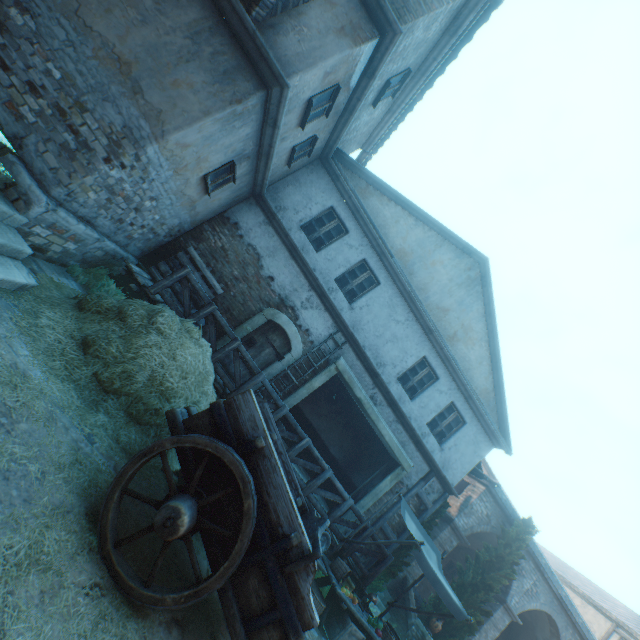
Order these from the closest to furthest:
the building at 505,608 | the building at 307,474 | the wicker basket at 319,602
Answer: the wicker basket at 319,602 → the building at 307,474 → the building at 505,608

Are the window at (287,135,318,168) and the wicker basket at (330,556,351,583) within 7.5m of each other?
no

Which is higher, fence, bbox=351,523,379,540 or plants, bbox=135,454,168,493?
fence, bbox=351,523,379,540

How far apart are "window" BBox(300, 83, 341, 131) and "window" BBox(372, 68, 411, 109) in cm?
186

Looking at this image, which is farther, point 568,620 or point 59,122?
point 568,620

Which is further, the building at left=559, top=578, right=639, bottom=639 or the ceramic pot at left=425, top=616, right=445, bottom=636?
the building at left=559, top=578, right=639, bottom=639

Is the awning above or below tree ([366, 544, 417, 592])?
above

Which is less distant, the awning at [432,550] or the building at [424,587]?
the awning at [432,550]
